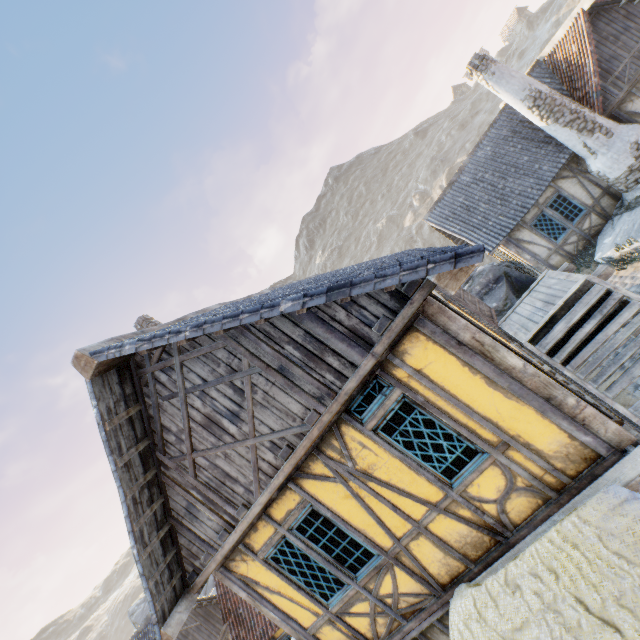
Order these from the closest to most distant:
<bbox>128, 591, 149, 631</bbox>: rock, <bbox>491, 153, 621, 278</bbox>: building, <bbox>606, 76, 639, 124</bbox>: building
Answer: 1. <bbox>606, 76, 639, 124</bbox>: building
2. <bbox>491, 153, 621, 278</bbox>: building
3. <bbox>128, 591, 149, 631</bbox>: rock

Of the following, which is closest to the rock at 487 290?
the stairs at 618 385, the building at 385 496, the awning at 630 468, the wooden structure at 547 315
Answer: the building at 385 496

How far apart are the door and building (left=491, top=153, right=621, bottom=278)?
5.62m

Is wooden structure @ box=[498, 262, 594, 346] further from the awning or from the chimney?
the chimney

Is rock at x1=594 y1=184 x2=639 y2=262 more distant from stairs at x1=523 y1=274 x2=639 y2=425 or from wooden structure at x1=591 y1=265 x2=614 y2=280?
stairs at x1=523 y1=274 x2=639 y2=425

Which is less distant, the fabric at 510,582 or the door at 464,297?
the fabric at 510,582

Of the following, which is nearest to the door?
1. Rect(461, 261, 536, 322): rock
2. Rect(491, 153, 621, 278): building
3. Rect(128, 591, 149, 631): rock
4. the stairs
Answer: the stairs

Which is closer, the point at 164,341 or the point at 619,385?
the point at 164,341
